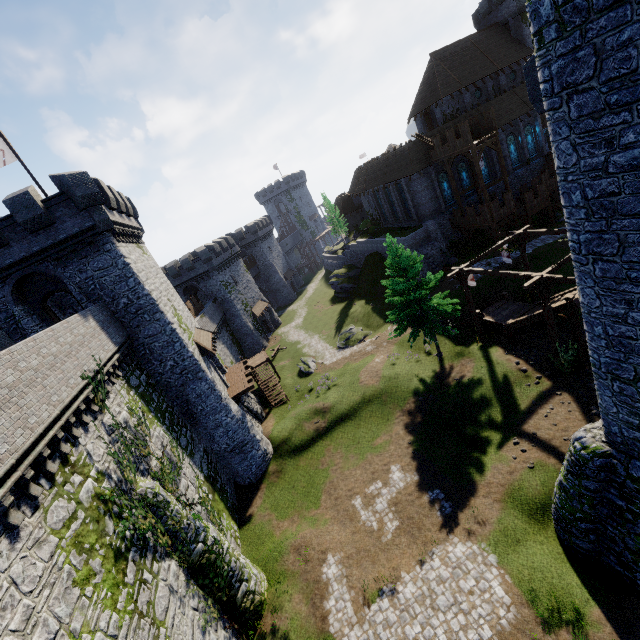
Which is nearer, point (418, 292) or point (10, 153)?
point (10, 153)

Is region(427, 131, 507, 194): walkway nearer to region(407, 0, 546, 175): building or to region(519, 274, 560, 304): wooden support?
region(407, 0, 546, 175): building

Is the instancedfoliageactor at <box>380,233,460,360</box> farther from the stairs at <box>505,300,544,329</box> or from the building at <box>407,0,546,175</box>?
the building at <box>407,0,546,175</box>

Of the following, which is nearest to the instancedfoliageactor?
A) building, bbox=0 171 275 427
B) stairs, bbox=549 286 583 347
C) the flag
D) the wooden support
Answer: stairs, bbox=549 286 583 347

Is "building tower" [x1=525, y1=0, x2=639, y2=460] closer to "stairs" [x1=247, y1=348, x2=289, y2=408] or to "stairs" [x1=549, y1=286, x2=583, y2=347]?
"stairs" [x1=549, y1=286, x2=583, y2=347]

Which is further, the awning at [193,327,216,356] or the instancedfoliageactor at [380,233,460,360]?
the awning at [193,327,216,356]

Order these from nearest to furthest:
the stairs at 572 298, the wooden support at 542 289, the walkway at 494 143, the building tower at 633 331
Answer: the building tower at 633 331
the wooden support at 542 289
the stairs at 572 298
the walkway at 494 143

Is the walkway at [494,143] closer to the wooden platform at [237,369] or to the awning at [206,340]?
the wooden platform at [237,369]
